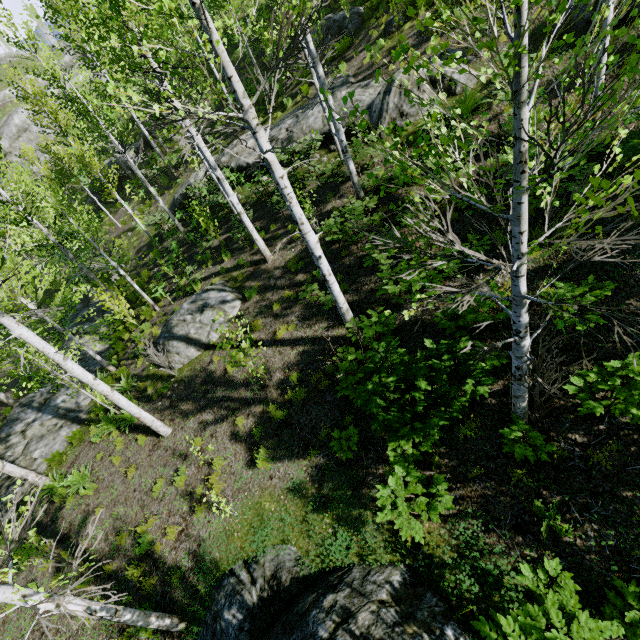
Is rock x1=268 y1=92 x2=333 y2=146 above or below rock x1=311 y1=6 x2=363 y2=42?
below

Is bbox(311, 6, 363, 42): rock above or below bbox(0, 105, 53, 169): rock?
below

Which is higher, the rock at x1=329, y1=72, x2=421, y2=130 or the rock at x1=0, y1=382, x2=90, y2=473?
the rock at x1=329, y1=72, x2=421, y2=130

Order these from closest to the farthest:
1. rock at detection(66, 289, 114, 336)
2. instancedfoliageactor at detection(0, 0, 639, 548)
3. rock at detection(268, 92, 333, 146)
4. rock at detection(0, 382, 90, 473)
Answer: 1. instancedfoliageactor at detection(0, 0, 639, 548)
2. rock at detection(0, 382, 90, 473)
3. rock at detection(268, 92, 333, 146)
4. rock at detection(66, 289, 114, 336)

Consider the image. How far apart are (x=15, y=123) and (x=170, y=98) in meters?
46.0 m

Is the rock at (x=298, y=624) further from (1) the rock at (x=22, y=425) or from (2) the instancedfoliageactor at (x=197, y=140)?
(2) the instancedfoliageactor at (x=197, y=140)

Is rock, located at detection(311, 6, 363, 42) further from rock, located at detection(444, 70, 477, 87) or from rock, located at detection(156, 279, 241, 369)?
rock, located at detection(156, 279, 241, 369)

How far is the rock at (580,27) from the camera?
8.1m
